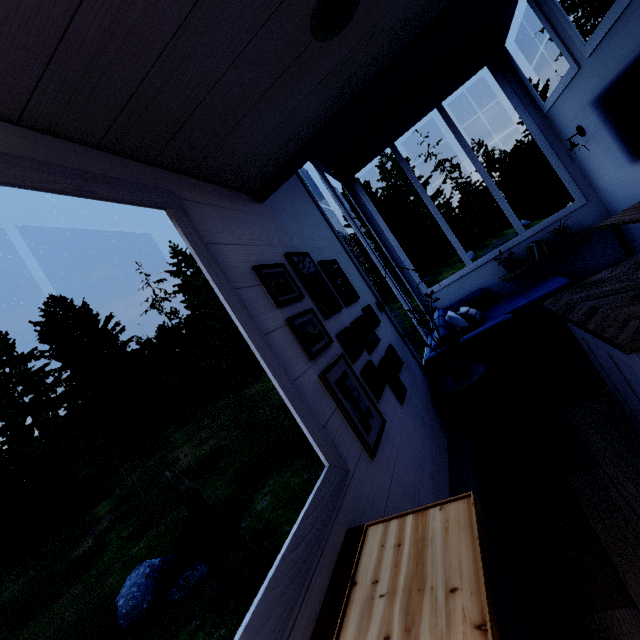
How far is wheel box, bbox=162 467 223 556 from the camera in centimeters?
691cm

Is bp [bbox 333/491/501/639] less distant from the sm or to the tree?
the tree

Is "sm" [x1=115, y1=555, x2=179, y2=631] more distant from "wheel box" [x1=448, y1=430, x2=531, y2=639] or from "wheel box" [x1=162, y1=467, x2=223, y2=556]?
"wheel box" [x1=448, y1=430, x2=531, y2=639]

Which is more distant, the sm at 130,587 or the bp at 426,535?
the sm at 130,587

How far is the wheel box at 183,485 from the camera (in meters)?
6.91

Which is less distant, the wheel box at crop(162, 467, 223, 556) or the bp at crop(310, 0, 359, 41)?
the bp at crop(310, 0, 359, 41)

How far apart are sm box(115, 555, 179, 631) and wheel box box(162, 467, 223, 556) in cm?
94

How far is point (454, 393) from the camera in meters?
2.7
